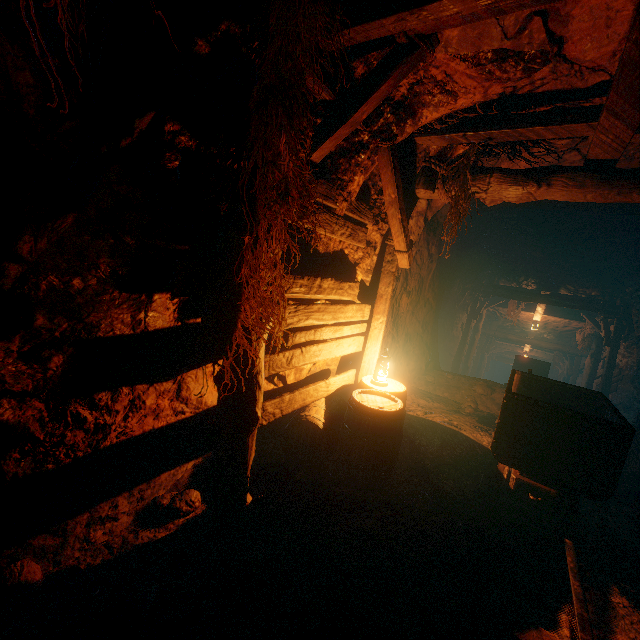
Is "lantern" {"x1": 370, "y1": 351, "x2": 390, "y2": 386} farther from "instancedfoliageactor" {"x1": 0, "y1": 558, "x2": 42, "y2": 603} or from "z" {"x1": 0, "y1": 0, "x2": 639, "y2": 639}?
"instancedfoliageactor" {"x1": 0, "y1": 558, "x2": 42, "y2": 603}

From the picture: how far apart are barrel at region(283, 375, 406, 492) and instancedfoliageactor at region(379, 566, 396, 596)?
1.0m

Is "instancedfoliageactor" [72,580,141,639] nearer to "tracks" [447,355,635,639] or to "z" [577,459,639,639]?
"z" [577,459,639,639]

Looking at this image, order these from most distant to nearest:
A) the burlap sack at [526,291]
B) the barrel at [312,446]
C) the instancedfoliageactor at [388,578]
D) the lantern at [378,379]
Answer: the burlap sack at [526,291], the lantern at [378,379], the barrel at [312,446], the instancedfoliageactor at [388,578]

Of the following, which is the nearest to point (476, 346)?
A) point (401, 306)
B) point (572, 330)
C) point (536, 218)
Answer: point (572, 330)

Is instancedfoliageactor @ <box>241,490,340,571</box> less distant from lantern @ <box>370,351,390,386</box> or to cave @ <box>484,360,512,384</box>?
lantern @ <box>370,351,390,386</box>

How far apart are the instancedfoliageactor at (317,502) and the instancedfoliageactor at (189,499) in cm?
8

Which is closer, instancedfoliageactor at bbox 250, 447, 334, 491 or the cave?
instancedfoliageactor at bbox 250, 447, 334, 491
